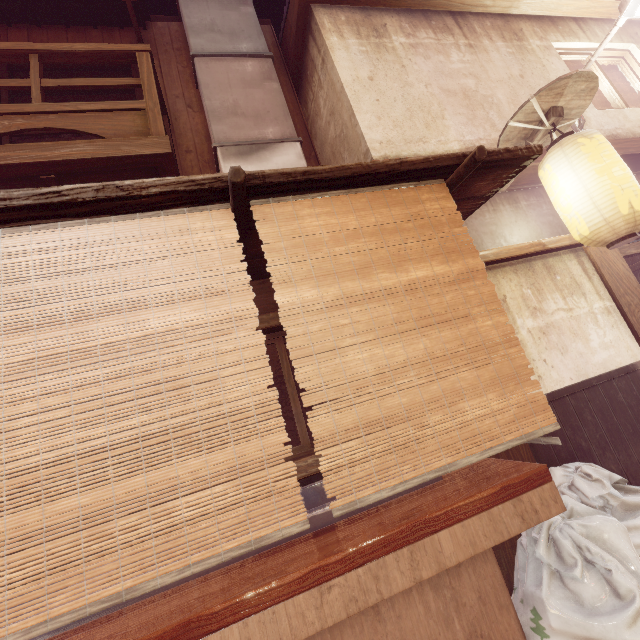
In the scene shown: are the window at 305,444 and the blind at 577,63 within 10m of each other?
no

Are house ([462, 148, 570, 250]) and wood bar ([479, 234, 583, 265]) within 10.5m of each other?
yes

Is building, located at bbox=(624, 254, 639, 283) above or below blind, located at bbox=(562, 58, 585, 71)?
below

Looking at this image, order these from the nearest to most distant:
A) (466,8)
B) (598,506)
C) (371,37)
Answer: (598,506), (371,37), (466,8)

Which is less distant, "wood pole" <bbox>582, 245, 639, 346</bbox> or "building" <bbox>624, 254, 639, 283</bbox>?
"wood pole" <bbox>582, 245, 639, 346</bbox>

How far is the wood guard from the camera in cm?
553

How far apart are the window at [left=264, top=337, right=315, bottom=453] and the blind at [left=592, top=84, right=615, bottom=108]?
11.7 meters

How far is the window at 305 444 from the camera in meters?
5.0 m
